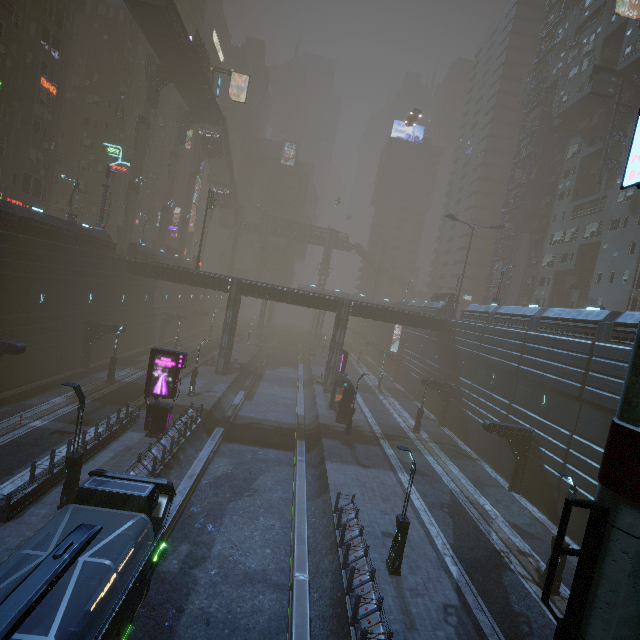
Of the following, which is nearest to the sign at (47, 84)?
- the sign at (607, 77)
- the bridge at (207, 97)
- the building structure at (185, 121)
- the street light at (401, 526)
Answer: the bridge at (207, 97)

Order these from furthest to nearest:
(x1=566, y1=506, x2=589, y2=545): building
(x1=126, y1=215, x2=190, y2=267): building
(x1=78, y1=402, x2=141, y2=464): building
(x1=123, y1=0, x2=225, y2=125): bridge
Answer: (x1=126, y1=215, x2=190, y2=267): building, (x1=123, y1=0, x2=225, y2=125): bridge, (x1=566, y1=506, x2=589, y2=545): building, (x1=78, y1=402, x2=141, y2=464): building

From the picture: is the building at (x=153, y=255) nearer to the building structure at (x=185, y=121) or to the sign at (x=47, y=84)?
the sign at (x=47, y=84)

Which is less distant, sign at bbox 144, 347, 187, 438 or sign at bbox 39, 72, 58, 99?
sign at bbox 144, 347, 187, 438

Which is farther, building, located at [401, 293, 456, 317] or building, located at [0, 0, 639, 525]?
building, located at [401, 293, 456, 317]

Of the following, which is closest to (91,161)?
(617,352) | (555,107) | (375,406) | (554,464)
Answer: (375,406)

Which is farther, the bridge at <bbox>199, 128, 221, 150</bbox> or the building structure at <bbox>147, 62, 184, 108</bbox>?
the bridge at <bbox>199, 128, 221, 150</bbox>

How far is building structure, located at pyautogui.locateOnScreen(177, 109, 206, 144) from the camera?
53.31m
